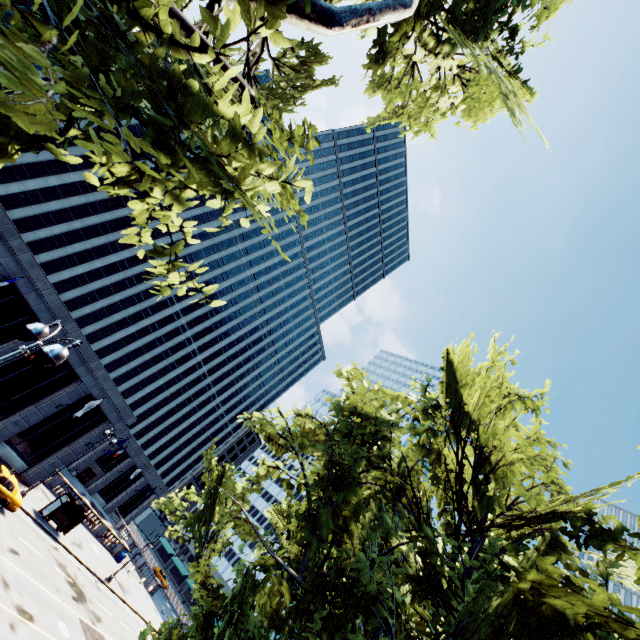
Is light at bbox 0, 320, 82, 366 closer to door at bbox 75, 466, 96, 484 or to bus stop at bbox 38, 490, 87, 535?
bus stop at bbox 38, 490, 87, 535

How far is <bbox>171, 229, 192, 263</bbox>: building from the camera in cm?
5733

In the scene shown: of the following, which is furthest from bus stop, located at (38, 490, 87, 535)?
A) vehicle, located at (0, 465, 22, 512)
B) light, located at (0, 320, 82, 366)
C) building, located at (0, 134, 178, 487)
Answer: light, located at (0, 320, 82, 366)

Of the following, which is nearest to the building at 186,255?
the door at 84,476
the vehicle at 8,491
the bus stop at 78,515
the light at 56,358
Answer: the door at 84,476

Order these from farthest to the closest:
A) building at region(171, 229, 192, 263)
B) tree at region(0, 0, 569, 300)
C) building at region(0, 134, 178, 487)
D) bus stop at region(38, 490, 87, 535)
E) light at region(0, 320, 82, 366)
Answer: building at region(171, 229, 192, 263), bus stop at region(38, 490, 87, 535), building at region(0, 134, 178, 487), light at region(0, 320, 82, 366), tree at region(0, 0, 569, 300)

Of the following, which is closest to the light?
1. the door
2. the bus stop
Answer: the bus stop

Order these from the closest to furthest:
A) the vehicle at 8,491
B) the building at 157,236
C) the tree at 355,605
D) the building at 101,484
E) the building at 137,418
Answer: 1. the tree at 355,605
2. the vehicle at 8,491
3. the building at 137,418
4. the building at 157,236
5. the building at 101,484

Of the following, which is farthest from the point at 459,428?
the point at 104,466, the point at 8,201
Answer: the point at 104,466
